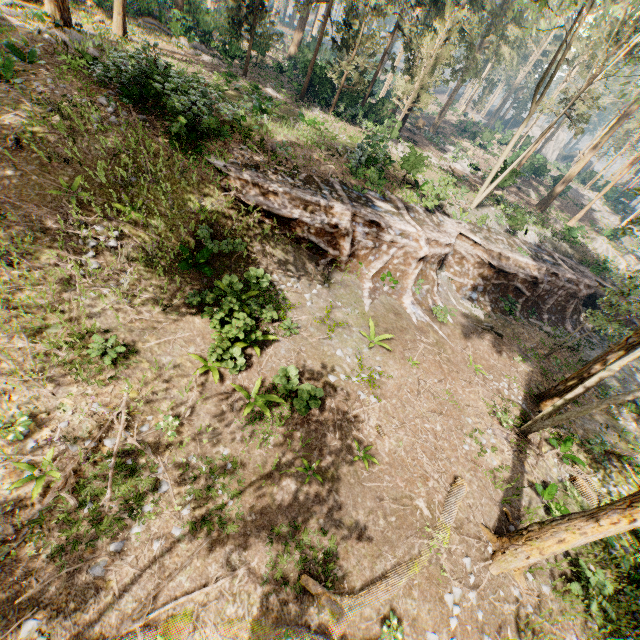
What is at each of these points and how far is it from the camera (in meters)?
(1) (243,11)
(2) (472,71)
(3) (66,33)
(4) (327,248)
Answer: (1) foliage, 28.52
(2) foliage, 30.28
(3) foliage, 16.23
(4) ground embankment, 16.27

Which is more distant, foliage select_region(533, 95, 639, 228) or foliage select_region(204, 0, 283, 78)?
foliage select_region(533, 95, 639, 228)

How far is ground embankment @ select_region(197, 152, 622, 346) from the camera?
15.0 meters

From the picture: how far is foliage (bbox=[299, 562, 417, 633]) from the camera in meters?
7.0

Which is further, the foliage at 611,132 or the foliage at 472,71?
the foliage at 611,132

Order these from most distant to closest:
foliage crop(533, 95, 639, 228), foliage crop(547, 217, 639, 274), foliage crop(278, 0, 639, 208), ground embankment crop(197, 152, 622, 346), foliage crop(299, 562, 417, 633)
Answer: foliage crop(533, 95, 639, 228), foliage crop(547, 217, 639, 274), foliage crop(278, 0, 639, 208), ground embankment crop(197, 152, 622, 346), foliage crop(299, 562, 417, 633)
